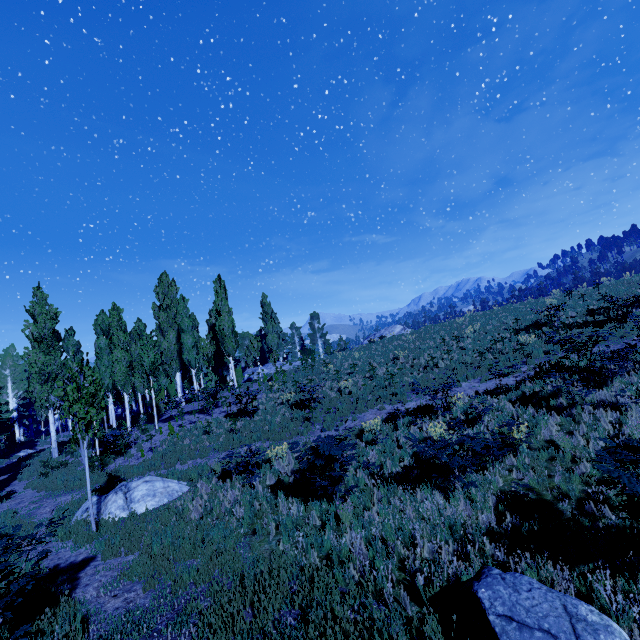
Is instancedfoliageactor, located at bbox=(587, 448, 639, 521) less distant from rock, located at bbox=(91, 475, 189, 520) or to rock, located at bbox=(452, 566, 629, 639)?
rock, located at bbox=(91, 475, 189, 520)

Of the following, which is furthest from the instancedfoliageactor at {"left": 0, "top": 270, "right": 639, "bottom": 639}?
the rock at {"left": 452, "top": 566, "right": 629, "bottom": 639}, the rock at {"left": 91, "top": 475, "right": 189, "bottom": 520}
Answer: the rock at {"left": 452, "top": 566, "right": 629, "bottom": 639}

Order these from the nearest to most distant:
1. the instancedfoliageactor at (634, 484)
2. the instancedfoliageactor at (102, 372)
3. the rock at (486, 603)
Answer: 1. the rock at (486, 603)
2. the instancedfoliageactor at (634, 484)
3. the instancedfoliageactor at (102, 372)

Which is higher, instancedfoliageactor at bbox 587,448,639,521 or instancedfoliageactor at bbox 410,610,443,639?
instancedfoliageactor at bbox 587,448,639,521

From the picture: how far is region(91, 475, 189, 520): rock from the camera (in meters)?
10.20

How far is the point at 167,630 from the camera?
5.20m

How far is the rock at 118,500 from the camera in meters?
10.2 m
